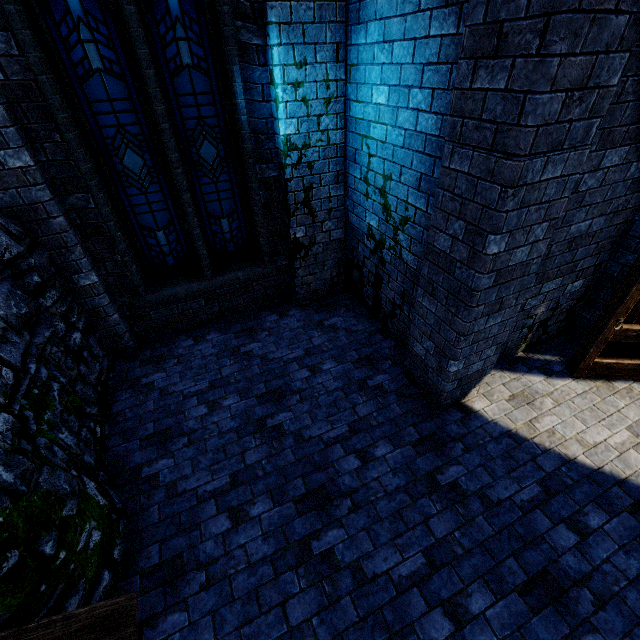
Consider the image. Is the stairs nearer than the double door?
Yes

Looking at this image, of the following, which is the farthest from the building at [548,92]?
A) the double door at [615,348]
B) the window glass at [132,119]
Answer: the window glass at [132,119]

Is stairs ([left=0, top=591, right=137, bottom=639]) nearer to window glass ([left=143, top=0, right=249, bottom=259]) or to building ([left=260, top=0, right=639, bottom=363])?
building ([left=260, top=0, right=639, bottom=363])

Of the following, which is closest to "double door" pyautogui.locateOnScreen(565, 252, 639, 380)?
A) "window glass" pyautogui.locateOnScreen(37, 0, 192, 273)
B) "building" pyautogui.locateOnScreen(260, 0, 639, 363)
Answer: "building" pyautogui.locateOnScreen(260, 0, 639, 363)

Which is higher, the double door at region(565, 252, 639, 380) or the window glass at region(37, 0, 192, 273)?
the window glass at region(37, 0, 192, 273)

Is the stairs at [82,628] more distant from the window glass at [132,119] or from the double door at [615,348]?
the double door at [615,348]

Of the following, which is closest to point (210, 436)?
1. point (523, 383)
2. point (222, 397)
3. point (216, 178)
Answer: point (222, 397)

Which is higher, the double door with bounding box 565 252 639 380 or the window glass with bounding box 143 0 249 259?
the window glass with bounding box 143 0 249 259
